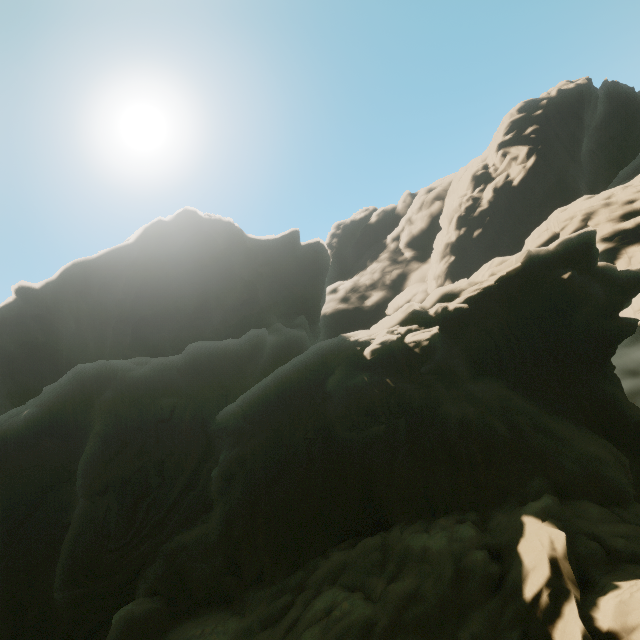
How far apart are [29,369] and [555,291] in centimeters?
4891cm
